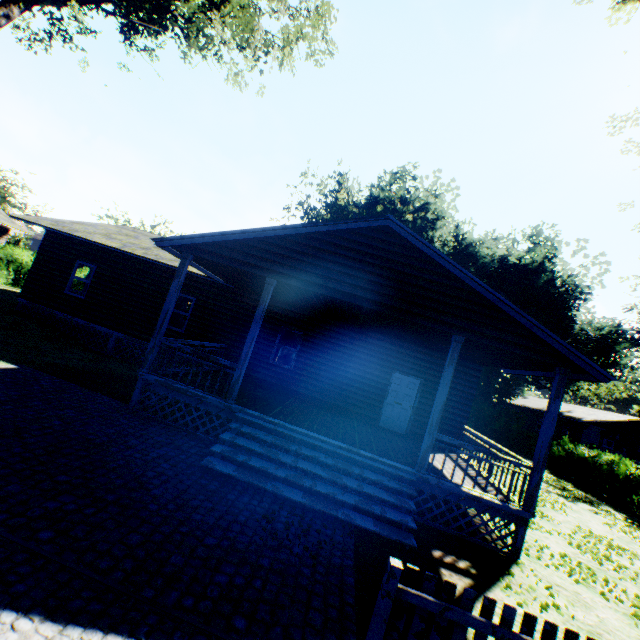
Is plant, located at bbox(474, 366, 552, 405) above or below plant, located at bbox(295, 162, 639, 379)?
below

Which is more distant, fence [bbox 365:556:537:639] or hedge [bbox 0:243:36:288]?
hedge [bbox 0:243:36:288]

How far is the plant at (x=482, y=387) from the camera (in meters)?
30.16

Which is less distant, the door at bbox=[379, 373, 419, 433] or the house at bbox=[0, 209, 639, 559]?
the house at bbox=[0, 209, 639, 559]

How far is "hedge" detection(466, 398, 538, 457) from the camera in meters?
28.2 m

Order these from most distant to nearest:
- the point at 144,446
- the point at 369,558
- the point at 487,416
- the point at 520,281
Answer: the point at 520,281 → the point at 487,416 → the point at 144,446 → the point at 369,558

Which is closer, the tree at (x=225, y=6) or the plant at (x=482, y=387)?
the tree at (x=225, y=6)

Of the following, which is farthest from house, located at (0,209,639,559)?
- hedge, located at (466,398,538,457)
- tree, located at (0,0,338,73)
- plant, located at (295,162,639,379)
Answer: tree, located at (0,0,338,73)
